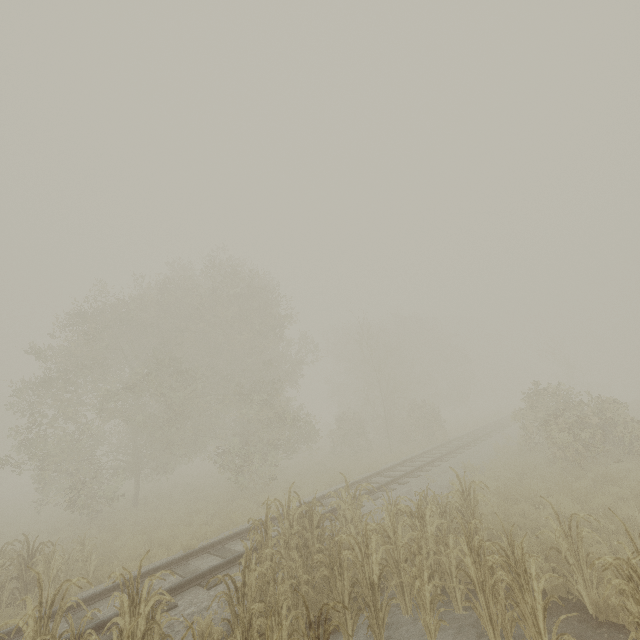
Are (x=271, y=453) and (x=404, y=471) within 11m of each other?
yes
